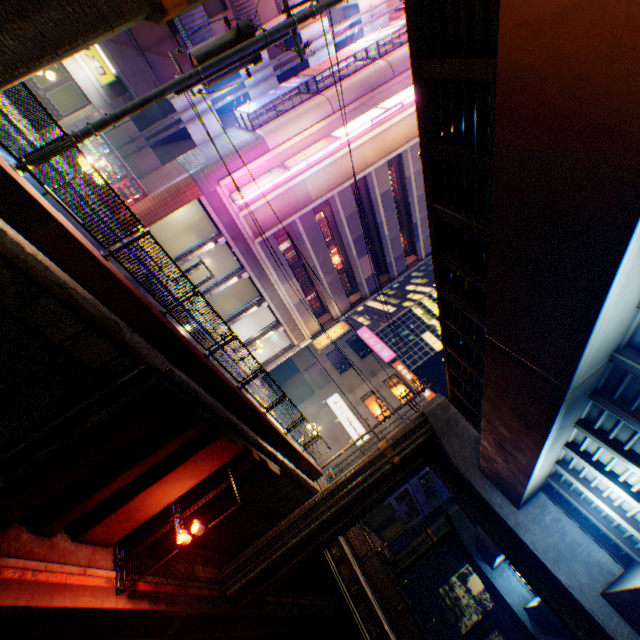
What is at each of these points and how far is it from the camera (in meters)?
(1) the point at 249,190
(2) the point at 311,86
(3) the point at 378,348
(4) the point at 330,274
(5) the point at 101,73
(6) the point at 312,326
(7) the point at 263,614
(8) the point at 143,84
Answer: (1) sign, 17.56
(2) sign frame, 19.38
(3) sign, 36.66
(4) balcony, 24.92
(5) sign, 13.47
(6) balcony, 26.95
(7) railway, 18.92
(8) balcony, 13.59

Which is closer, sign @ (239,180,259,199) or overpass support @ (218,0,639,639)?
overpass support @ (218,0,639,639)

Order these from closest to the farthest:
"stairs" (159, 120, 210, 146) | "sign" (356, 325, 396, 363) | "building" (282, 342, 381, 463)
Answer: "stairs" (159, 120, 210, 146) → "building" (282, 342, 381, 463) → "sign" (356, 325, 396, 363)

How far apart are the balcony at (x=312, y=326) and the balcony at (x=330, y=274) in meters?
1.9

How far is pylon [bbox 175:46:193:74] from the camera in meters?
13.8 m

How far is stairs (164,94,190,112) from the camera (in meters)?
19.02

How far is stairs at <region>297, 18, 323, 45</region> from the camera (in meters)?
20.28

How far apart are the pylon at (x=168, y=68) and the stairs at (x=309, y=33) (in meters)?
9.92
